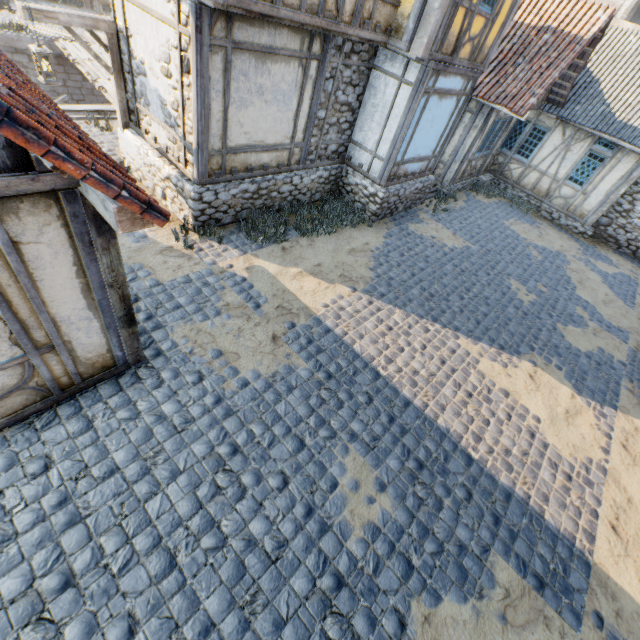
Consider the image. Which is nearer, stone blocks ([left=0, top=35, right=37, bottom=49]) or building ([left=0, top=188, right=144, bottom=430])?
building ([left=0, top=188, right=144, bottom=430])

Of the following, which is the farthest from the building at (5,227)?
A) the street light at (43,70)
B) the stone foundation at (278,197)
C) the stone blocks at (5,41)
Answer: the stone blocks at (5,41)

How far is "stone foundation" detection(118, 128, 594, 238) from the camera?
7.1m

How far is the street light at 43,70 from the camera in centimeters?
585cm

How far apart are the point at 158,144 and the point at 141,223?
6.3m

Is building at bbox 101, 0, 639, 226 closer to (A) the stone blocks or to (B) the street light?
(B) the street light

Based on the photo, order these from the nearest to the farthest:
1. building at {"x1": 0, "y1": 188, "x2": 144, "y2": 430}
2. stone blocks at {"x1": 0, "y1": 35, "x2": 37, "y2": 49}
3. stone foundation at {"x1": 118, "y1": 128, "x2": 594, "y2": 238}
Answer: building at {"x1": 0, "y1": 188, "x2": 144, "y2": 430} → stone foundation at {"x1": 118, "y1": 128, "x2": 594, "y2": 238} → stone blocks at {"x1": 0, "y1": 35, "x2": 37, "y2": 49}

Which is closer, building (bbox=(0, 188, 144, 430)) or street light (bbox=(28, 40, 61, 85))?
building (bbox=(0, 188, 144, 430))
